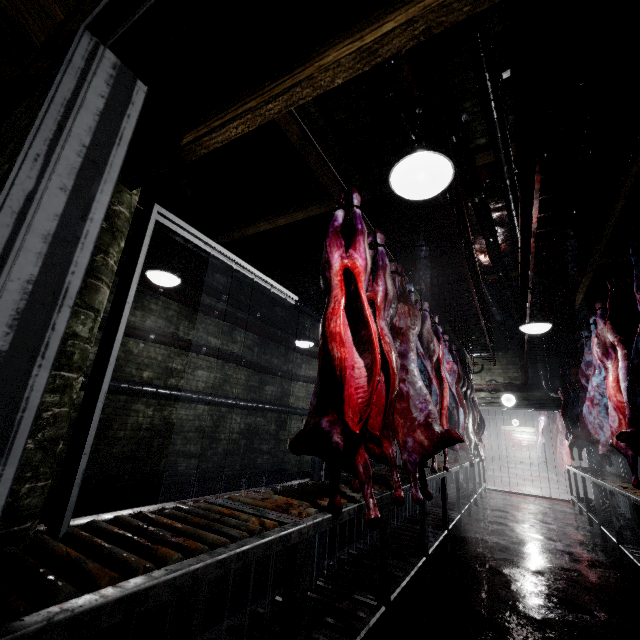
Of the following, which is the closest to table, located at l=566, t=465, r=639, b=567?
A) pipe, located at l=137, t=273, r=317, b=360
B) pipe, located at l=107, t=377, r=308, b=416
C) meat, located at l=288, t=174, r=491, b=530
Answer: meat, located at l=288, t=174, r=491, b=530

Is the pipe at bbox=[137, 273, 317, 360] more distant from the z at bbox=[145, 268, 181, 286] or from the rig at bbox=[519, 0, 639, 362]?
the rig at bbox=[519, 0, 639, 362]

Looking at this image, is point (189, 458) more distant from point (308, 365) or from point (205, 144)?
point (205, 144)

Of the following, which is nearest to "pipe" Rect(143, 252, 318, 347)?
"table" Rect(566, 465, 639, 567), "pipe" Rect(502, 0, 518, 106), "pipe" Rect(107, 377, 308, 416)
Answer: "pipe" Rect(502, 0, 518, 106)

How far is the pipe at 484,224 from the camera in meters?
2.9

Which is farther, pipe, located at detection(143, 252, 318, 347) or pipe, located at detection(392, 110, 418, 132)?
pipe, located at detection(143, 252, 318, 347)

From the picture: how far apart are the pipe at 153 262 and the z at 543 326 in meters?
5.1

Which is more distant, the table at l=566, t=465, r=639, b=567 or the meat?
the table at l=566, t=465, r=639, b=567
